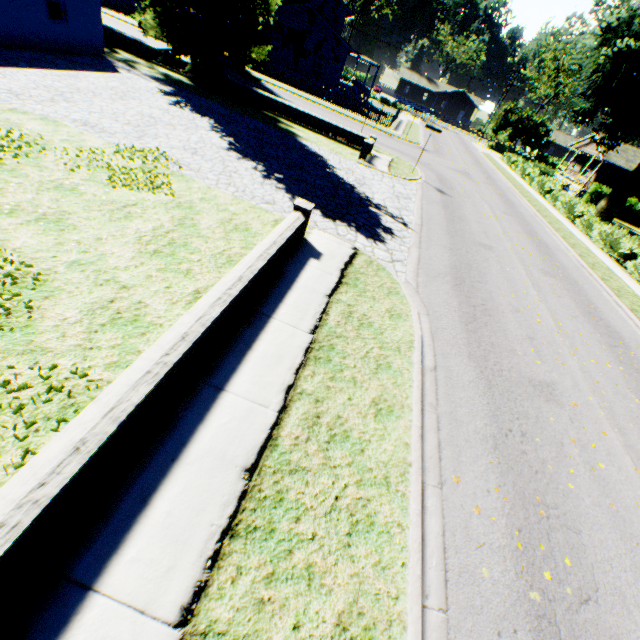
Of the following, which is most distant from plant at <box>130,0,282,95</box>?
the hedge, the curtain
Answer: the curtain

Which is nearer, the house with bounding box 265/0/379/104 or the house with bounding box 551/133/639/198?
the house with bounding box 265/0/379/104

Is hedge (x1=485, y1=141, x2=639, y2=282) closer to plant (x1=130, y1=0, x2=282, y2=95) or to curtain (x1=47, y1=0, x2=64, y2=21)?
plant (x1=130, y1=0, x2=282, y2=95)

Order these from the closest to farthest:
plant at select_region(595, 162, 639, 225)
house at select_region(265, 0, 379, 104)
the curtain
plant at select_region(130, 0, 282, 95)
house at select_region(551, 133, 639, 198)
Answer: the curtain
plant at select_region(130, 0, 282, 95)
plant at select_region(595, 162, 639, 225)
house at select_region(265, 0, 379, 104)
house at select_region(551, 133, 639, 198)

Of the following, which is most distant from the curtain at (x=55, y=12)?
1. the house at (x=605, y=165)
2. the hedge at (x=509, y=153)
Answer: the house at (x=605, y=165)

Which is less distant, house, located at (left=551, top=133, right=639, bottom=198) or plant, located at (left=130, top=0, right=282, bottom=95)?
plant, located at (left=130, top=0, right=282, bottom=95)

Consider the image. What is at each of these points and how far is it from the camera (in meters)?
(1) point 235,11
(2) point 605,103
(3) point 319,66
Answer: (1) plant, 15.21
(2) plant, 23.39
(3) house, 43.06

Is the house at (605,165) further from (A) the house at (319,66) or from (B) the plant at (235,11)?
(A) the house at (319,66)
